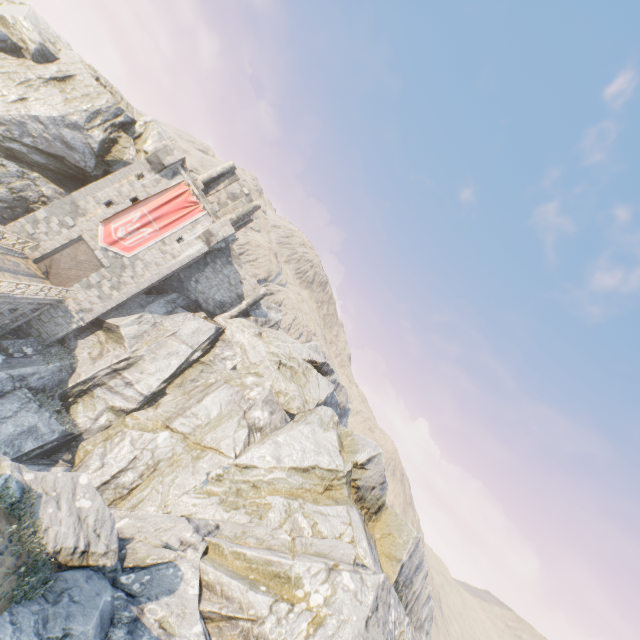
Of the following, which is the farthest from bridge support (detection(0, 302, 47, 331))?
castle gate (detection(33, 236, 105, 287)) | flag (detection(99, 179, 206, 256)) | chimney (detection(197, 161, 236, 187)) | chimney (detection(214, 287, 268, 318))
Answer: chimney (detection(197, 161, 236, 187))

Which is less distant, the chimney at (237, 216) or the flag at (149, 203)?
the flag at (149, 203)

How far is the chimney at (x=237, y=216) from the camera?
34.62m

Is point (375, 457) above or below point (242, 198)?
below

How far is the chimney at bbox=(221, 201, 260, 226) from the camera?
34.62m

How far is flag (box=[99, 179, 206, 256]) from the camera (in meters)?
26.72

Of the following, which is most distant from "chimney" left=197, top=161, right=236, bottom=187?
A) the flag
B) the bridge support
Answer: the bridge support

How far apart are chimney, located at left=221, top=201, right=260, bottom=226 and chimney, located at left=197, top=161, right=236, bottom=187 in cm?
319
